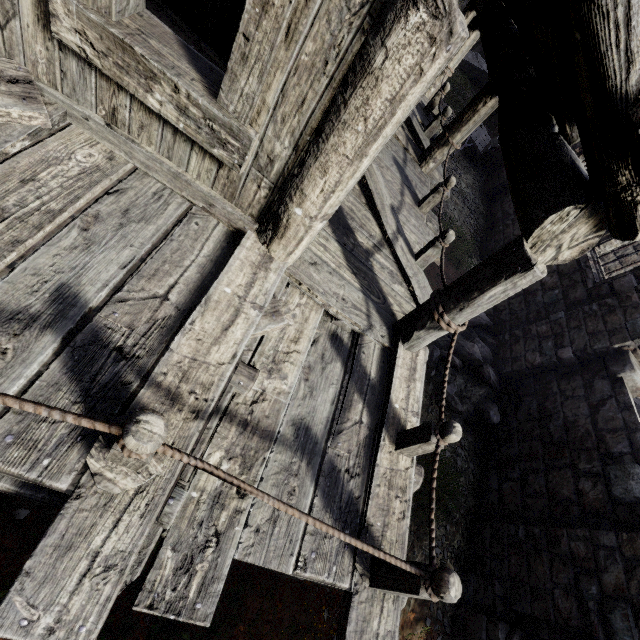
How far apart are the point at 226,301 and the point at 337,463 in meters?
1.8

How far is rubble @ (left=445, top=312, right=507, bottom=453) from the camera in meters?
7.6

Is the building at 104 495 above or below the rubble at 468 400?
above

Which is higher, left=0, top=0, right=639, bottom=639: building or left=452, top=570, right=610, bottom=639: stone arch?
left=0, top=0, right=639, bottom=639: building

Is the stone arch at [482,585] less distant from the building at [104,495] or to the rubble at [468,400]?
the building at [104,495]

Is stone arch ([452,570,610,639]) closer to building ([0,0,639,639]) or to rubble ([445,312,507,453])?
building ([0,0,639,639])

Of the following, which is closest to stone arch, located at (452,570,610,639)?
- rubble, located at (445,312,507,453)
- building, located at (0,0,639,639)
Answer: building, located at (0,0,639,639)
